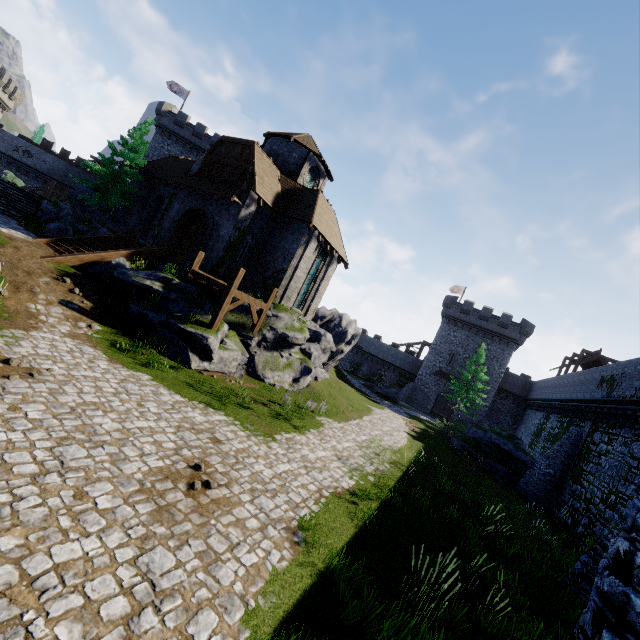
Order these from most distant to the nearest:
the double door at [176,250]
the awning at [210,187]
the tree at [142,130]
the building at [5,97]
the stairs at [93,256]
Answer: the building at [5,97] → the tree at [142,130] → the double door at [176,250] → the awning at [210,187] → the stairs at [93,256]

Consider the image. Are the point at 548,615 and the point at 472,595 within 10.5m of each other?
yes

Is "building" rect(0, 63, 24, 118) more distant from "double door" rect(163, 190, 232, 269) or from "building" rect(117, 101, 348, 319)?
"double door" rect(163, 190, 232, 269)

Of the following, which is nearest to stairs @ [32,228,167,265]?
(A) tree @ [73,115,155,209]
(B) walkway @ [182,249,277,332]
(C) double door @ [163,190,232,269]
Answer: (C) double door @ [163,190,232,269]

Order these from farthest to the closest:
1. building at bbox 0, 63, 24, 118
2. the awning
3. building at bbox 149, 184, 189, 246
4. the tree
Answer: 1. building at bbox 0, 63, 24, 118
2. the tree
3. building at bbox 149, 184, 189, 246
4. the awning

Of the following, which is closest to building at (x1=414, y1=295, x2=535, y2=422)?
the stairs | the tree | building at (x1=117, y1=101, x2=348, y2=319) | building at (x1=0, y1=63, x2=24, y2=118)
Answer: building at (x1=117, y1=101, x2=348, y2=319)

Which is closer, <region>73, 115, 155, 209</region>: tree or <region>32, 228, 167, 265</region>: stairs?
<region>32, 228, 167, 265</region>: stairs

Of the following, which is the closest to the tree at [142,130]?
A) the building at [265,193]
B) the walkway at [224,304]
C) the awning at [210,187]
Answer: the building at [265,193]
